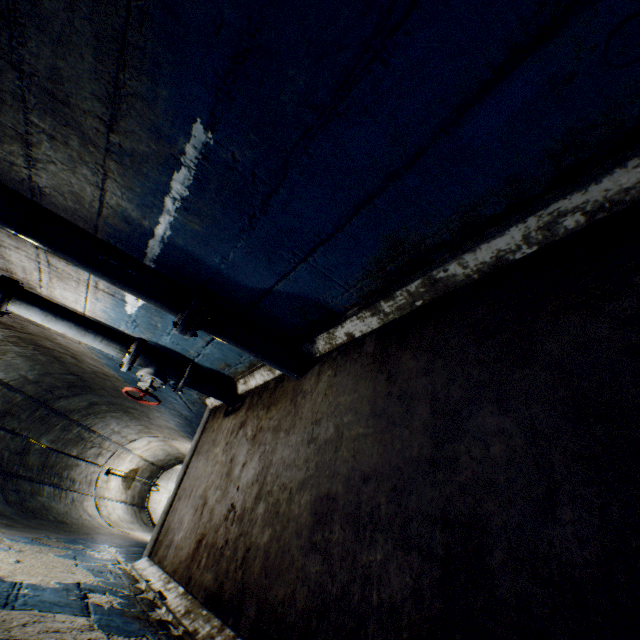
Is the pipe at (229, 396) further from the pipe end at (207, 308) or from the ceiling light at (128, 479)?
→ the ceiling light at (128, 479)

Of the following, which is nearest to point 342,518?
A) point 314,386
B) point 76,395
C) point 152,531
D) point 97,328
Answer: point 314,386

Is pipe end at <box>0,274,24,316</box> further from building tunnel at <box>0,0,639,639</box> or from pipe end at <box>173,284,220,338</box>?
pipe end at <box>173,284,220,338</box>

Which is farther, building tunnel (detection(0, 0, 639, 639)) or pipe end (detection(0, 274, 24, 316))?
pipe end (detection(0, 274, 24, 316))

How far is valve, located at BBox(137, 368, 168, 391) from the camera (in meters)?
2.93

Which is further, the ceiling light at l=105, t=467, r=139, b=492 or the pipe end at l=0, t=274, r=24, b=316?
the ceiling light at l=105, t=467, r=139, b=492

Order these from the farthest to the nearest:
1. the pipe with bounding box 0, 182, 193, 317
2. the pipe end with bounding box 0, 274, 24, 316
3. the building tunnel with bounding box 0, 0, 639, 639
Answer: the pipe end with bounding box 0, 274, 24, 316 → the pipe with bounding box 0, 182, 193, 317 → the building tunnel with bounding box 0, 0, 639, 639

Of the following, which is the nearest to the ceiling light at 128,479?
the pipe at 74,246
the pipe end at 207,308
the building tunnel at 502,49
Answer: the building tunnel at 502,49
